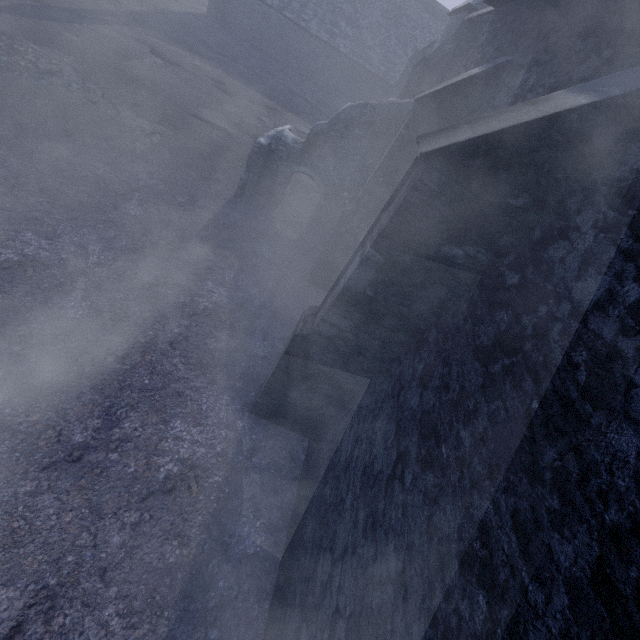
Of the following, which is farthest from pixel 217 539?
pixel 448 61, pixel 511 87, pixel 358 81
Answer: pixel 358 81
